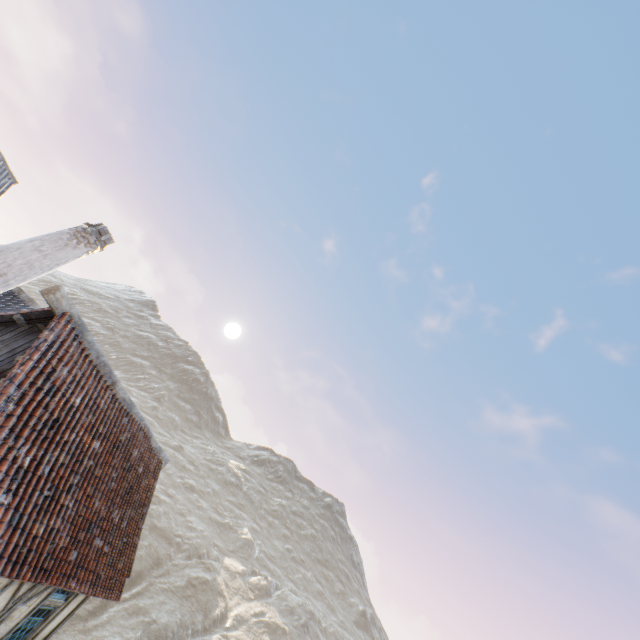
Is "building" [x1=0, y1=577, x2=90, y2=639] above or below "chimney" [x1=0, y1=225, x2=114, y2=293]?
below

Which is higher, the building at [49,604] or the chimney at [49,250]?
the chimney at [49,250]

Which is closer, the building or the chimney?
the building

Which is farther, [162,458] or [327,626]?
[327,626]

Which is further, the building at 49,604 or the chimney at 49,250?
the chimney at 49,250
